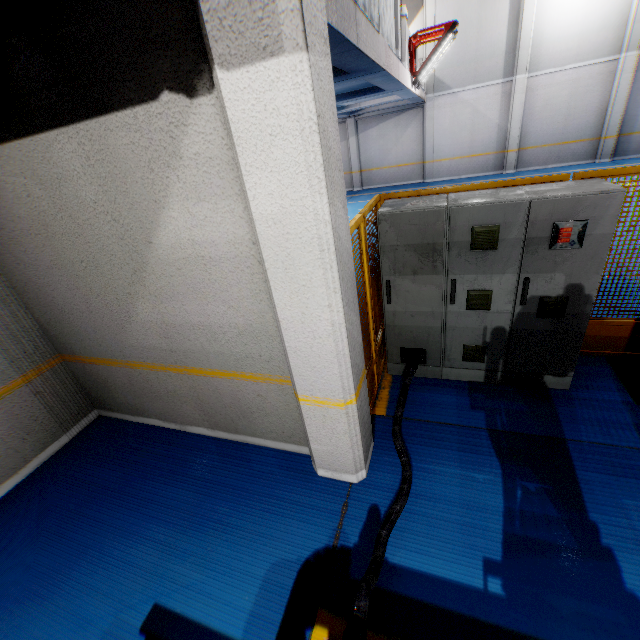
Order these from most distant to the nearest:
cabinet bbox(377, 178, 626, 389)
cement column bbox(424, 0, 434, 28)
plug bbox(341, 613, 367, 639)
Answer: cement column bbox(424, 0, 434, 28) < cabinet bbox(377, 178, 626, 389) < plug bbox(341, 613, 367, 639)

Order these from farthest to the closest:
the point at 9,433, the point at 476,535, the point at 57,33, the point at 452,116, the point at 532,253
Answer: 1. the point at 452,116
2. the point at 9,433
3. the point at 532,253
4. the point at 476,535
5. the point at 57,33

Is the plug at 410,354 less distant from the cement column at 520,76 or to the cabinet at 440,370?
the cabinet at 440,370

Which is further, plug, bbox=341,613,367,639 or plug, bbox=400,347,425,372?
plug, bbox=400,347,425,372

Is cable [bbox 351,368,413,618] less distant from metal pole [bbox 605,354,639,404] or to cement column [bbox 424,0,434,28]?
metal pole [bbox 605,354,639,404]

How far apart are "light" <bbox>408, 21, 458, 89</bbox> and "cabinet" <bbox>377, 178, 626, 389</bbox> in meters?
7.8

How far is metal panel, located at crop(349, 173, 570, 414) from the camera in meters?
3.3 m

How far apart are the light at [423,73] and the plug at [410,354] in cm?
898
